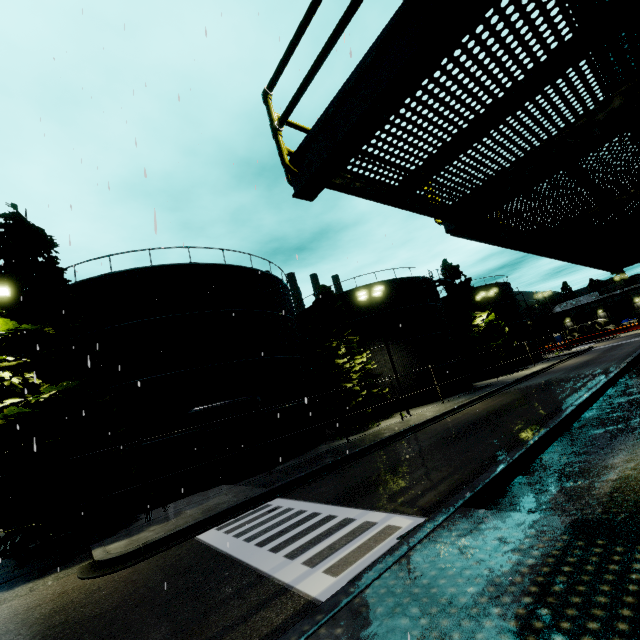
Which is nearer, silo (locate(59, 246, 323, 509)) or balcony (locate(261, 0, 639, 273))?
balcony (locate(261, 0, 639, 273))

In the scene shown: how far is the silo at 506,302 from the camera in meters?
43.7

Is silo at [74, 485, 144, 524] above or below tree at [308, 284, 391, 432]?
below

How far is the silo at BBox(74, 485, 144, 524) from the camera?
14.69m

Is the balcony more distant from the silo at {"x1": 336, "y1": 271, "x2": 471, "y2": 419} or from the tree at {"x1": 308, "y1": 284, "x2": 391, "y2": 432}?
the tree at {"x1": 308, "y1": 284, "x2": 391, "y2": 432}

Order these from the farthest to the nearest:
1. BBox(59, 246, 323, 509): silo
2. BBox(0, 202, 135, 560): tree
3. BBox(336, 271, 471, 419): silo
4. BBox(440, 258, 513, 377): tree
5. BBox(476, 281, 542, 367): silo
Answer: BBox(476, 281, 542, 367): silo → BBox(440, 258, 513, 377): tree → BBox(336, 271, 471, 419): silo → BBox(59, 246, 323, 509): silo → BBox(0, 202, 135, 560): tree

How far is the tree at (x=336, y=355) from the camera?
23.0m

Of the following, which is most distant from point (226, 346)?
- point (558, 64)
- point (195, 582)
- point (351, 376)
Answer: point (558, 64)
